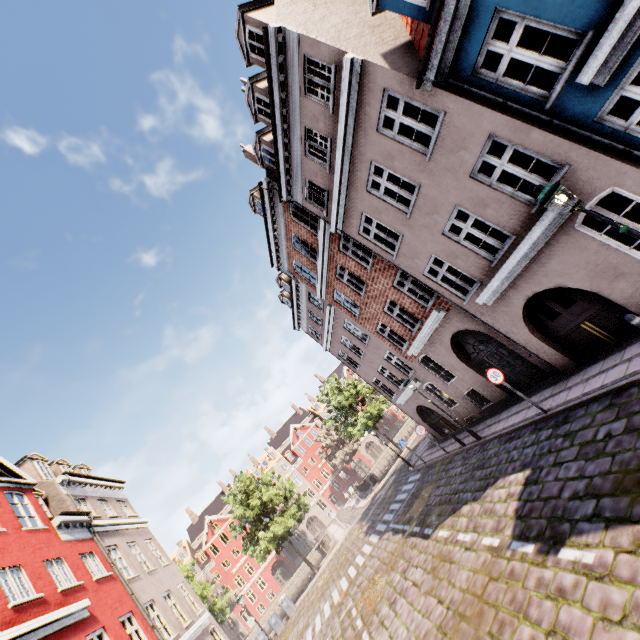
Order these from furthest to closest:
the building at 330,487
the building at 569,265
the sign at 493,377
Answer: the building at 330,487 < the sign at 493,377 < the building at 569,265

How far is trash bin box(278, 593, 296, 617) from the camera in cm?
2461

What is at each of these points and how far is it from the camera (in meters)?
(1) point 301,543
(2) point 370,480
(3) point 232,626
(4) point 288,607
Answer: (1) building, 51.84
(2) bridge, 32.50
(3) building, 51.31
(4) trash bin, 24.75

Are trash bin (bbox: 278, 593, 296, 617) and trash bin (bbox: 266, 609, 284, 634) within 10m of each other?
yes

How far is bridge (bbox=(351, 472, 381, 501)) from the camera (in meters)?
31.67

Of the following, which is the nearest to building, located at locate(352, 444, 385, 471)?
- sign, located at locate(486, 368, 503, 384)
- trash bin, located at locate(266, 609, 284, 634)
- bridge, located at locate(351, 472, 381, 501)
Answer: sign, located at locate(486, 368, 503, 384)

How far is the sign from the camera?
9.8m

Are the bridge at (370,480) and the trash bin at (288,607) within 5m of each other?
no
